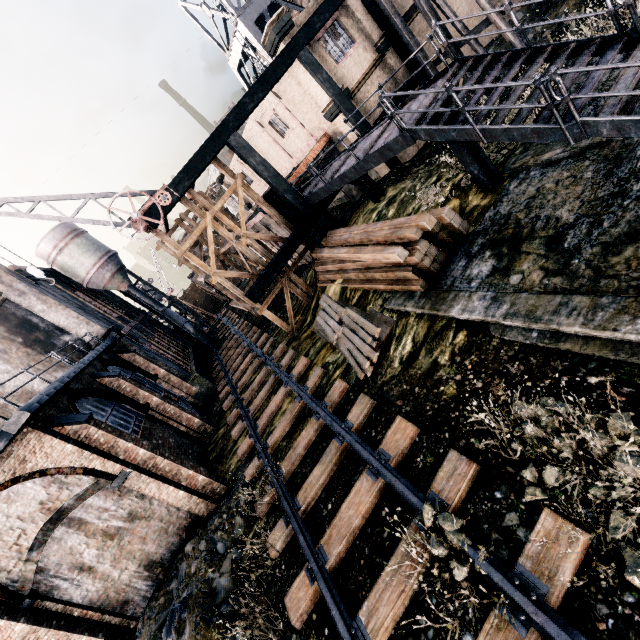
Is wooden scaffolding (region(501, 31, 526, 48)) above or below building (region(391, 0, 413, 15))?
below

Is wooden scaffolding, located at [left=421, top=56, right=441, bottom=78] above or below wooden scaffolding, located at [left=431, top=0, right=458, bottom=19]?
below

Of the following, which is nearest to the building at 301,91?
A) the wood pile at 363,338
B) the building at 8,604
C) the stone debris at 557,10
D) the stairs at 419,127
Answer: the stone debris at 557,10

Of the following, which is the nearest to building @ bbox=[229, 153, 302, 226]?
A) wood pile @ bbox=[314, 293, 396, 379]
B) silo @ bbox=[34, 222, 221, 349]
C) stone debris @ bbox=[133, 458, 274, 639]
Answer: wood pile @ bbox=[314, 293, 396, 379]

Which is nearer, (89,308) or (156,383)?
(156,383)

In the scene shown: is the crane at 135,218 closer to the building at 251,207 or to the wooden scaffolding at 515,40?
the building at 251,207

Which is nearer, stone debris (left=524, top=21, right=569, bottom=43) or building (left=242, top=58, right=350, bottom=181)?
stone debris (left=524, top=21, right=569, bottom=43)

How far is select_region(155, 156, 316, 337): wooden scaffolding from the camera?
16.8 meters
